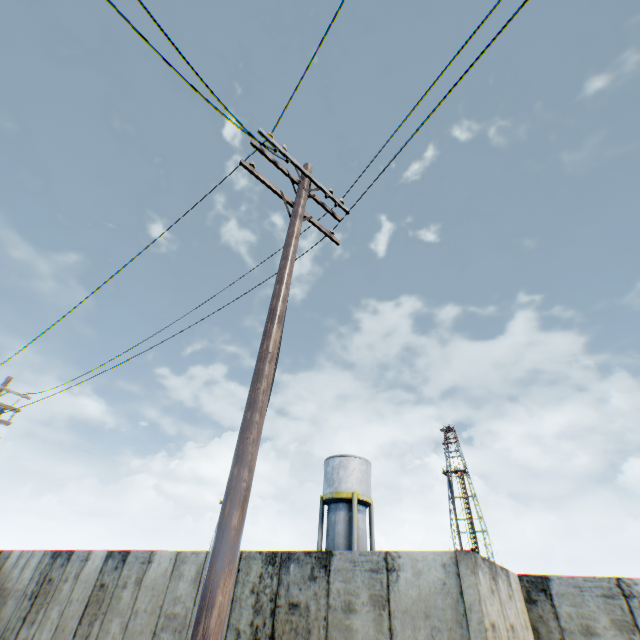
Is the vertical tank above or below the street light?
above

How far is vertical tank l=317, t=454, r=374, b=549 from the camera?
24.1 meters

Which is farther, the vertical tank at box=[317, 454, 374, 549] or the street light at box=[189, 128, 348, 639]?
the vertical tank at box=[317, 454, 374, 549]

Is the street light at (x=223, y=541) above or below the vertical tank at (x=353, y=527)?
below

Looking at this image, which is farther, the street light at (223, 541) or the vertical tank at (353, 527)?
the vertical tank at (353, 527)

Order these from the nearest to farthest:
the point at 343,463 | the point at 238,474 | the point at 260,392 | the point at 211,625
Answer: the point at 211,625
the point at 238,474
the point at 260,392
the point at 343,463
